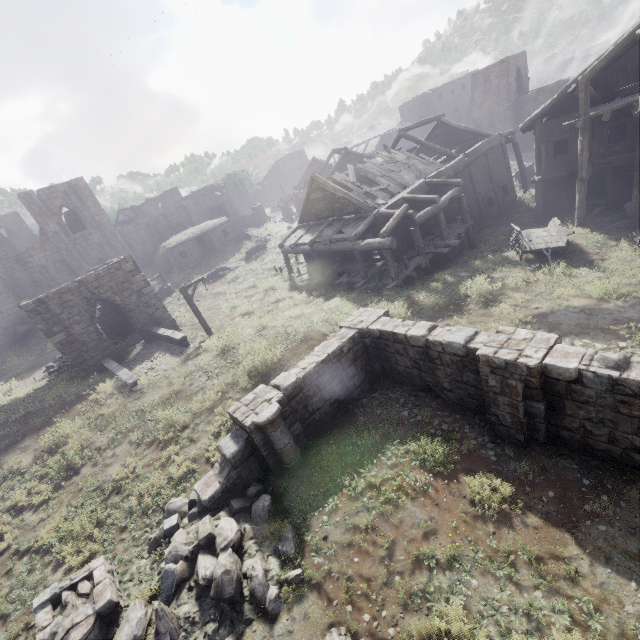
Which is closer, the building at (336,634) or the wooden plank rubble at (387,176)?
the building at (336,634)

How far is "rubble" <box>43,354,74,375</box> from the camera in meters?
19.2 m

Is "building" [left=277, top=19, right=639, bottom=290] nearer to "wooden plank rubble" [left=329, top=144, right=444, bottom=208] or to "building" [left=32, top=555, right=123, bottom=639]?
"wooden plank rubble" [left=329, top=144, right=444, bottom=208]

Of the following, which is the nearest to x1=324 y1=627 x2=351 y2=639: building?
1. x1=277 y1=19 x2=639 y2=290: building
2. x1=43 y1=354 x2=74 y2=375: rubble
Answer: x1=277 y1=19 x2=639 y2=290: building

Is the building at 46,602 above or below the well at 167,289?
below

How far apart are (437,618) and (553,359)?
5.21m

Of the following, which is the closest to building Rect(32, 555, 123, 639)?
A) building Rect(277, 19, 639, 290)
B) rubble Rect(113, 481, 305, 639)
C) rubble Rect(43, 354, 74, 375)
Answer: rubble Rect(113, 481, 305, 639)

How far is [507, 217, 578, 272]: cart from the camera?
15.4 meters
